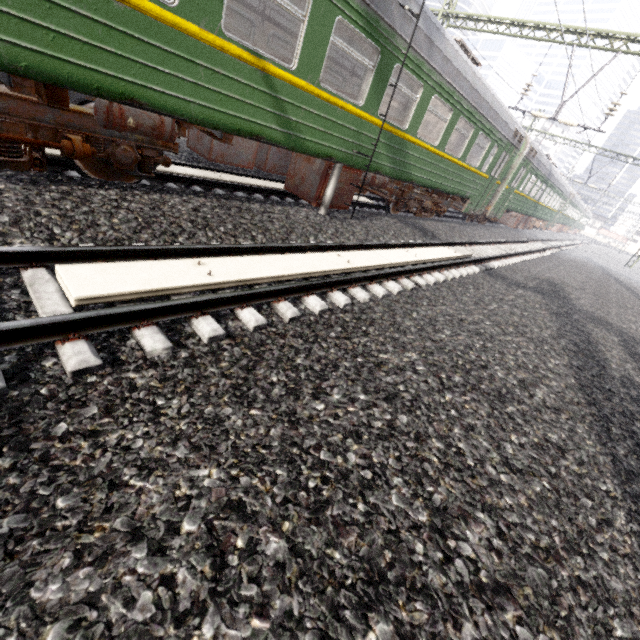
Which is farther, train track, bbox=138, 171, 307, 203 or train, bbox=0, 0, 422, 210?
train track, bbox=138, 171, 307, 203

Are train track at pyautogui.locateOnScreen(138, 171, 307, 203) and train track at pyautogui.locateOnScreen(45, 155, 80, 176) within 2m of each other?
yes

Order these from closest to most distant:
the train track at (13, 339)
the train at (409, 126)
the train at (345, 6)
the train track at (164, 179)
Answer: the train track at (13, 339) < the train at (345, 6) < the train track at (164, 179) < the train at (409, 126)

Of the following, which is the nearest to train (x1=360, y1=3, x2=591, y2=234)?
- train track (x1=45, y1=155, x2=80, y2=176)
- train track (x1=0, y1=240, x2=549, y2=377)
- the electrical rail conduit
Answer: train track (x1=45, y1=155, x2=80, y2=176)

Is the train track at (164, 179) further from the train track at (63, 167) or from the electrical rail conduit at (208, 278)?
the electrical rail conduit at (208, 278)

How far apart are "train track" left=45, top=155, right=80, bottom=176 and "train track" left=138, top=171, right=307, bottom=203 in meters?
0.8 m

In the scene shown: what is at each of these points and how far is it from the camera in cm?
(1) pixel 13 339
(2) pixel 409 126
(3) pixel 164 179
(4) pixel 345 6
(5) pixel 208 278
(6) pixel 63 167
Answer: (1) train track, 212
(2) train, 771
(3) train track, 600
(4) train, 496
(5) electrical rail conduit, 341
(6) train track, 489

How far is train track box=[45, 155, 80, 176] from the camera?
4.74m
